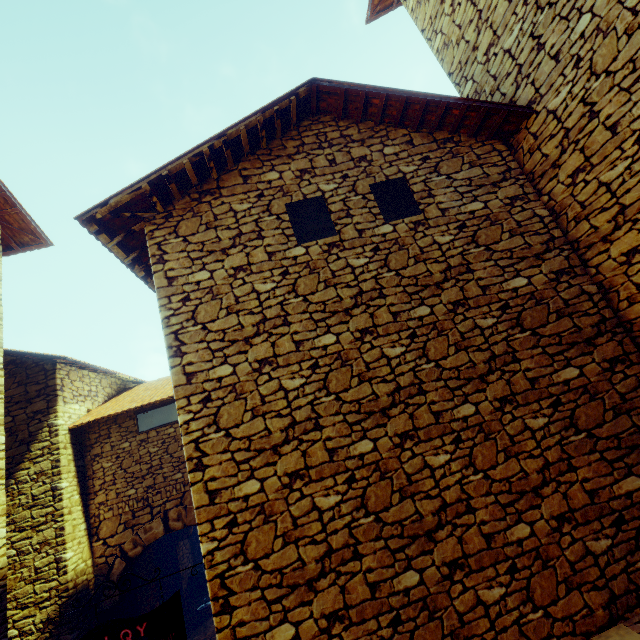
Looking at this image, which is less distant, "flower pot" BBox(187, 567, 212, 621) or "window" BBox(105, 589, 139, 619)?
"window" BBox(105, 589, 139, 619)

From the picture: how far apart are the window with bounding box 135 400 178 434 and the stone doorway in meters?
1.5

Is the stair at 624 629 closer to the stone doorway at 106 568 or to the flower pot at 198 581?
the stone doorway at 106 568

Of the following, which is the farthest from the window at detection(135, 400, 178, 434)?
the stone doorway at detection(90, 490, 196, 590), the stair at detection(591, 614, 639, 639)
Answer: the stair at detection(591, 614, 639, 639)

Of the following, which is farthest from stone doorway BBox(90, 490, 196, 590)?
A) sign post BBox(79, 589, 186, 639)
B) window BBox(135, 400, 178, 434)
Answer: sign post BBox(79, 589, 186, 639)

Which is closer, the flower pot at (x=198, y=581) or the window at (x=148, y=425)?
the window at (x=148, y=425)

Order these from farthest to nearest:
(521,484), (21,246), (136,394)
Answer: (136,394) → (21,246) → (521,484)

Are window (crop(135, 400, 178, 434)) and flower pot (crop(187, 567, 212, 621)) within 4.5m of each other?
no
